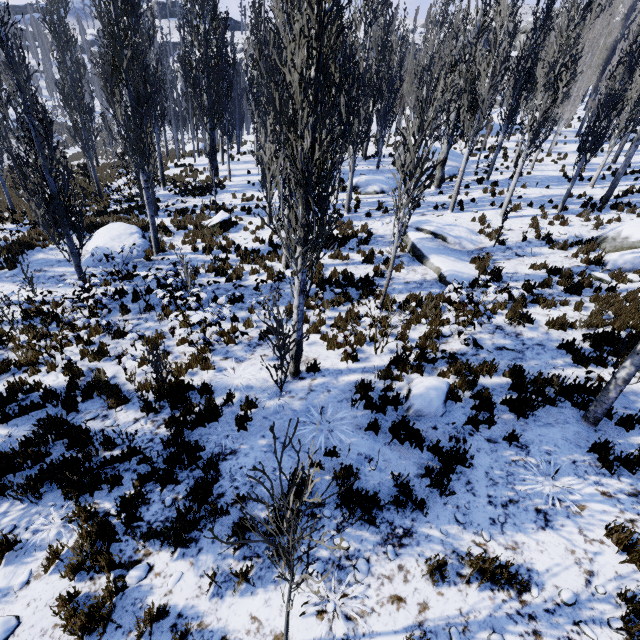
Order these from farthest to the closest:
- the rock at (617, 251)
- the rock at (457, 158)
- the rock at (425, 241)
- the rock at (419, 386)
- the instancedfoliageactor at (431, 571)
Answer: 1. the rock at (457, 158)
2. the rock at (425, 241)
3. the rock at (617, 251)
4. the rock at (419, 386)
5. the instancedfoliageactor at (431, 571)

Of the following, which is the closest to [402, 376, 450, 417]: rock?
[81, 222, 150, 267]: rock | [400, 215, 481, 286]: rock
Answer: [400, 215, 481, 286]: rock

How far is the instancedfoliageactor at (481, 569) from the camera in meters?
3.6

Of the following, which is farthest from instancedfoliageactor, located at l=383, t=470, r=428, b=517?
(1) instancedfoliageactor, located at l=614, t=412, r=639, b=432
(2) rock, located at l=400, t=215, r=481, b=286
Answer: (1) instancedfoliageactor, located at l=614, t=412, r=639, b=432

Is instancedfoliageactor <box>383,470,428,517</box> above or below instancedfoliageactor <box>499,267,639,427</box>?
below

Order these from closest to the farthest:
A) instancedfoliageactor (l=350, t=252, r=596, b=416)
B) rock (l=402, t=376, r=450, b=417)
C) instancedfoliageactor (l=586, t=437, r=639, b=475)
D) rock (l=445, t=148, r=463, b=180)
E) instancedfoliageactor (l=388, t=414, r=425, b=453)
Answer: instancedfoliageactor (l=586, t=437, r=639, b=475) < instancedfoliageactor (l=388, t=414, r=425, b=453) < rock (l=402, t=376, r=450, b=417) < instancedfoliageactor (l=350, t=252, r=596, b=416) < rock (l=445, t=148, r=463, b=180)

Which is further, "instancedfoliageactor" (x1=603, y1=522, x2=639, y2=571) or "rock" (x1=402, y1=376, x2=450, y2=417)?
"rock" (x1=402, y1=376, x2=450, y2=417)

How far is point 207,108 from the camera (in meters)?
19.97
